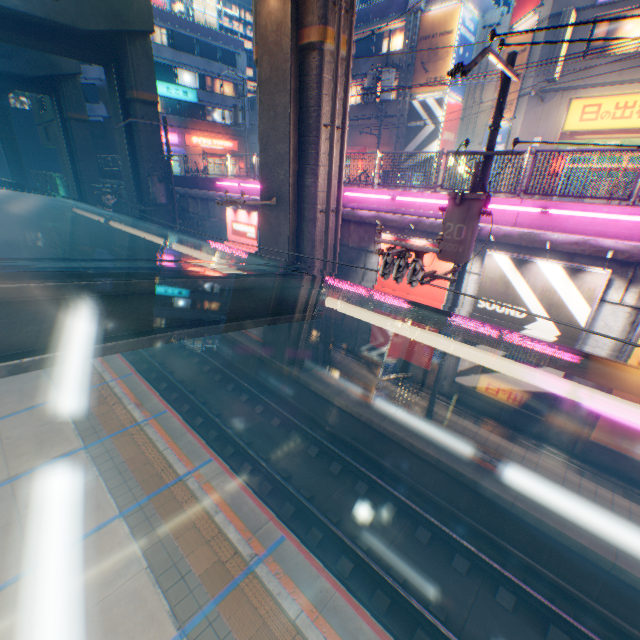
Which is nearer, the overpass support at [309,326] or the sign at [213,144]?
the overpass support at [309,326]

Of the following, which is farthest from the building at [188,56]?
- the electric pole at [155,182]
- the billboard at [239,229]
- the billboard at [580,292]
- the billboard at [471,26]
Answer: the billboard at [580,292]

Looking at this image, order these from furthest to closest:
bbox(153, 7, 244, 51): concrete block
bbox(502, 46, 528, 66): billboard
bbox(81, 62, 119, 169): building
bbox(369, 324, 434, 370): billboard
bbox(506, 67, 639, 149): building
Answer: bbox(153, 7, 244, 51): concrete block, bbox(81, 62, 119, 169): building, bbox(502, 46, 528, 66): billboard, bbox(506, 67, 639, 149): building, bbox(369, 324, 434, 370): billboard

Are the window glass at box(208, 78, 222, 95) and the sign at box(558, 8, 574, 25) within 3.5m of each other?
no

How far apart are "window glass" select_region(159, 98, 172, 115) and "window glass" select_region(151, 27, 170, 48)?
4.4m

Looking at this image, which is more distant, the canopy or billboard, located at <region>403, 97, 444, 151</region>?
billboard, located at <region>403, 97, 444, 151</region>

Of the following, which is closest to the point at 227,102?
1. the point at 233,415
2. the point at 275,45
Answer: the point at 275,45

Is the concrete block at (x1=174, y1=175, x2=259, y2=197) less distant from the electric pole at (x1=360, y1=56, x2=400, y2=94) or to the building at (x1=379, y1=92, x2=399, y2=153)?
the electric pole at (x1=360, y1=56, x2=400, y2=94)
